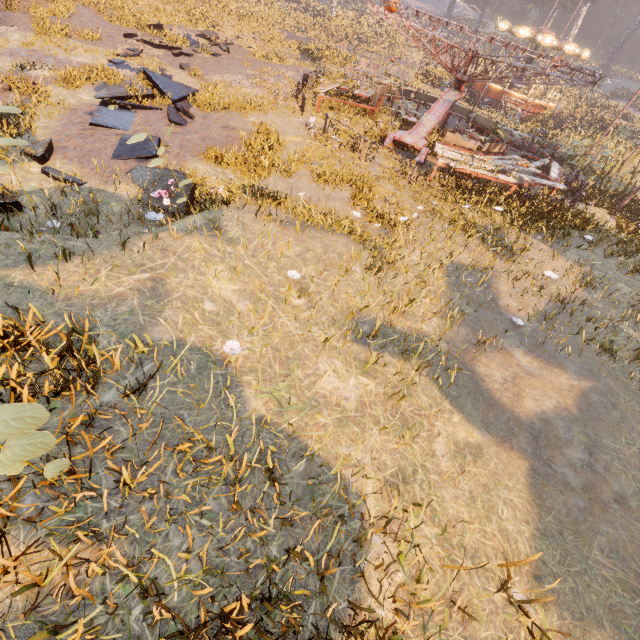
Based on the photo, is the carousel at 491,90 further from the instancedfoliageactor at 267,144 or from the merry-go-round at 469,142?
the instancedfoliageactor at 267,144

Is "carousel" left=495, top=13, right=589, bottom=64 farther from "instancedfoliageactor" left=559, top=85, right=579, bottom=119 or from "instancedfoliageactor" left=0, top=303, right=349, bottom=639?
"instancedfoliageactor" left=0, top=303, right=349, bottom=639

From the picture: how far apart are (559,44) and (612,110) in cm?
2108

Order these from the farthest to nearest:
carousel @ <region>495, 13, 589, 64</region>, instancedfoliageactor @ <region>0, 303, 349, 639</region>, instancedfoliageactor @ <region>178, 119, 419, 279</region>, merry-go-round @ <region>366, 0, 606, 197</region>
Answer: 1. carousel @ <region>495, 13, 589, 64</region>
2. merry-go-round @ <region>366, 0, 606, 197</region>
3. instancedfoliageactor @ <region>178, 119, 419, 279</region>
4. instancedfoliageactor @ <region>0, 303, 349, 639</region>

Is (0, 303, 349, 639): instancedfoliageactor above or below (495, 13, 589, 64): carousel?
below

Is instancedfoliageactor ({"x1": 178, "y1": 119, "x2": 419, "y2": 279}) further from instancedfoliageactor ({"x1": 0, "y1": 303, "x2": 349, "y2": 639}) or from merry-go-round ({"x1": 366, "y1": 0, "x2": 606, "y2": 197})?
instancedfoliageactor ({"x1": 0, "y1": 303, "x2": 349, "y2": 639})

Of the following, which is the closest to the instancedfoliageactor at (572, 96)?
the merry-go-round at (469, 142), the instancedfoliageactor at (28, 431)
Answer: the merry-go-round at (469, 142)

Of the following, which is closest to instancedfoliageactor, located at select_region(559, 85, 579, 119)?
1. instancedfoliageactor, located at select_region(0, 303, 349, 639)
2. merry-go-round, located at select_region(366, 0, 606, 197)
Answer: merry-go-round, located at select_region(366, 0, 606, 197)
